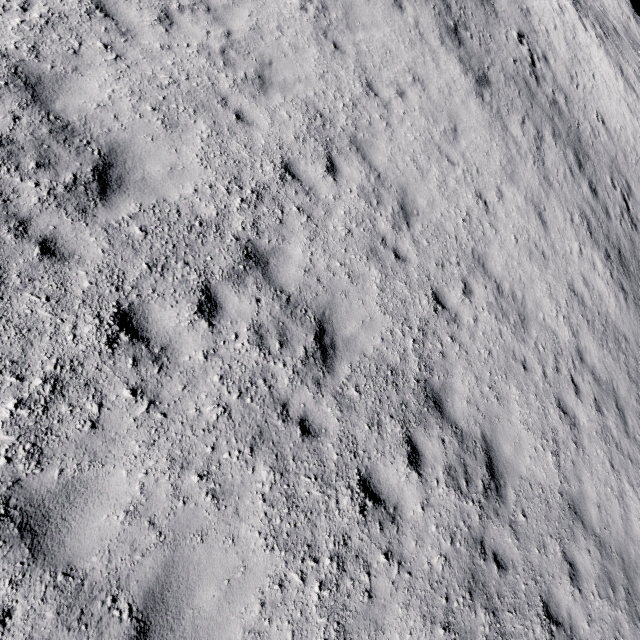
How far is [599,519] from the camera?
7.0m
